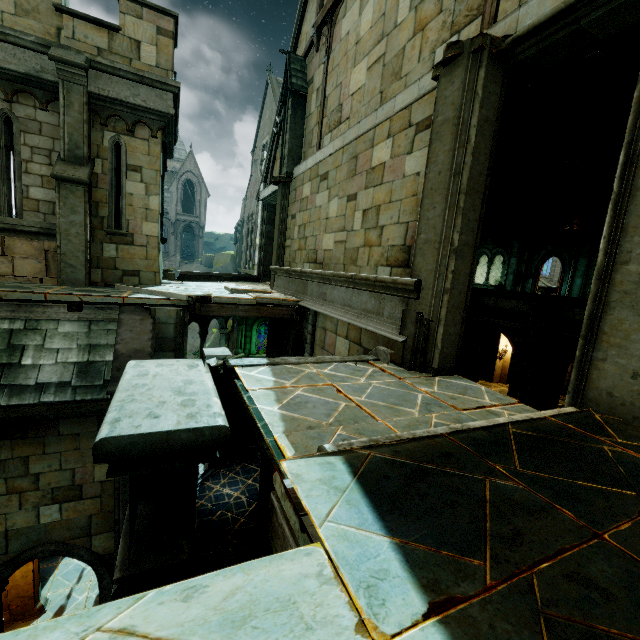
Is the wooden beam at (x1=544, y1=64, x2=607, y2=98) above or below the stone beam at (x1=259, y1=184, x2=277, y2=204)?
above

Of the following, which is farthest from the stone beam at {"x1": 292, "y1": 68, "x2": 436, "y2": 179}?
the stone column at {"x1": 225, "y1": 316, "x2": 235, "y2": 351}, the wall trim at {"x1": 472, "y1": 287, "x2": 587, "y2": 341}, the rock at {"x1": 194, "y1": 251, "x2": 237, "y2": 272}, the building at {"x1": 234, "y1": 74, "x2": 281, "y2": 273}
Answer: the rock at {"x1": 194, "y1": 251, "x2": 237, "y2": 272}

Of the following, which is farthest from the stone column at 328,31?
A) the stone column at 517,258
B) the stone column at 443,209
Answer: the stone column at 517,258

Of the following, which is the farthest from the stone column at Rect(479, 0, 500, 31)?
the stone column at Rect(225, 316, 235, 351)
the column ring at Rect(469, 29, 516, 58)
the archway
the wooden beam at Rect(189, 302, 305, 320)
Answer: the archway

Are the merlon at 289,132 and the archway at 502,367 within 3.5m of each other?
no

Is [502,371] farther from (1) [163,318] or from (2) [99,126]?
(2) [99,126]

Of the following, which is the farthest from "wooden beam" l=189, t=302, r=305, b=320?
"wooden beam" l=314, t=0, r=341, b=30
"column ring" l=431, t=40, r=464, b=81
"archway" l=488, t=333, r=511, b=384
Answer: "archway" l=488, t=333, r=511, b=384

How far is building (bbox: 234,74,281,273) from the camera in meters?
32.5 m
